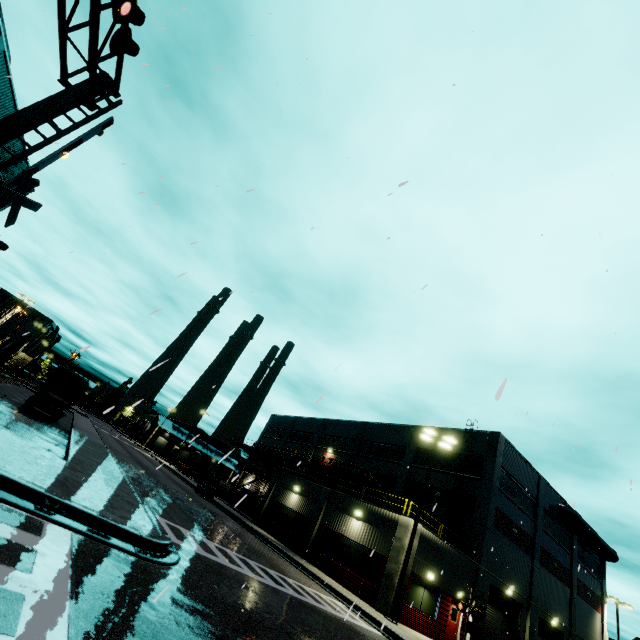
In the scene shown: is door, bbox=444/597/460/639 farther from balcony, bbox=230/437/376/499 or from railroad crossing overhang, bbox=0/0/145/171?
railroad crossing overhang, bbox=0/0/145/171

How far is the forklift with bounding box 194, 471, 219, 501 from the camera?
30.1 meters

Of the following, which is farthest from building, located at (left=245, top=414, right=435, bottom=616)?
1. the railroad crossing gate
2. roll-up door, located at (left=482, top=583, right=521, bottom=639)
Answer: the railroad crossing gate

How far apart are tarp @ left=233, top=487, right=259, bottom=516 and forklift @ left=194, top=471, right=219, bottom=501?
3.3m

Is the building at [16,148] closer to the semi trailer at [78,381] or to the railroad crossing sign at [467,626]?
the semi trailer at [78,381]

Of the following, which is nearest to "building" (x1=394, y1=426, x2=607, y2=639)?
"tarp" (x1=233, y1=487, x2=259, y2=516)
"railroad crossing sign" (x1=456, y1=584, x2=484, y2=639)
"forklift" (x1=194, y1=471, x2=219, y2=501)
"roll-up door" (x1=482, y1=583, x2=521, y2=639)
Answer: "roll-up door" (x1=482, y1=583, x2=521, y2=639)

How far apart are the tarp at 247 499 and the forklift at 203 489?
A: 3.3 meters

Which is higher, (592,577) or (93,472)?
(592,577)
